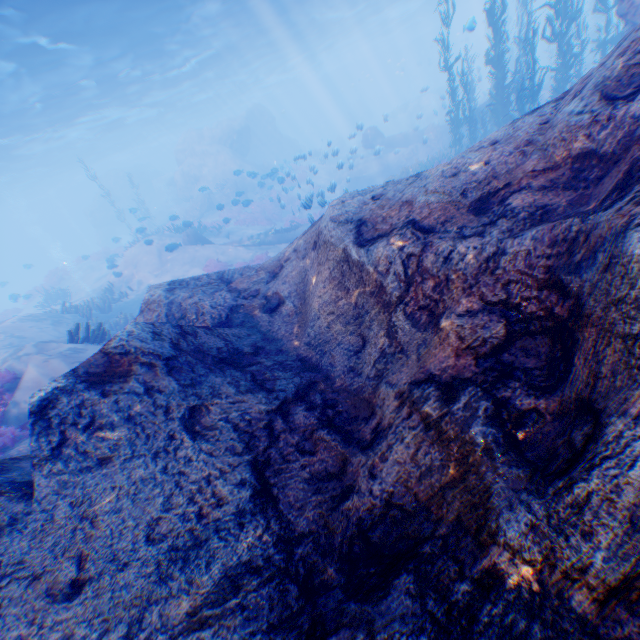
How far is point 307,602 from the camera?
2.3 meters

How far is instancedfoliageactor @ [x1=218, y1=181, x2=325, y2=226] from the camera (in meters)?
17.65

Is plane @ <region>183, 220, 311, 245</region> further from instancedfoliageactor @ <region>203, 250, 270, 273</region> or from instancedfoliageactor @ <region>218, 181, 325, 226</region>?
instancedfoliageactor @ <region>203, 250, 270, 273</region>

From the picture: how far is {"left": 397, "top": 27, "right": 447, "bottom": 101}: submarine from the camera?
56.12m

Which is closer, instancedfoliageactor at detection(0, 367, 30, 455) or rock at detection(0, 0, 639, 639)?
rock at detection(0, 0, 639, 639)

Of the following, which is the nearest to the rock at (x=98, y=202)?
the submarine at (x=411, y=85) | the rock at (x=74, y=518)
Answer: the rock at (x=74, y=518)

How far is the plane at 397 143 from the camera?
27.41m

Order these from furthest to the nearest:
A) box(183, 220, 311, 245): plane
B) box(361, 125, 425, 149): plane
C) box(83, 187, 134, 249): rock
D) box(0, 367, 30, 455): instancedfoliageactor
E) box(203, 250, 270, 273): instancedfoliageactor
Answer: box(83, 187, 134, 249): rock < box(361, 125, 425, 149): plane < box(183, 220, 311, 245): plane < box(203, 250, 270, 273): instancedfoliageactor < box(0, 367, 30, 455): instancedfoliageactor
